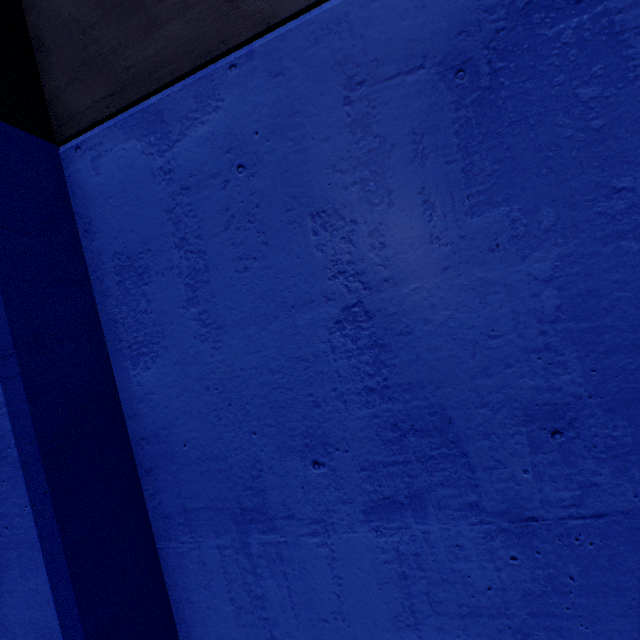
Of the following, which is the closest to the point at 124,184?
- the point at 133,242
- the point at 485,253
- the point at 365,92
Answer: the point at 133,242
